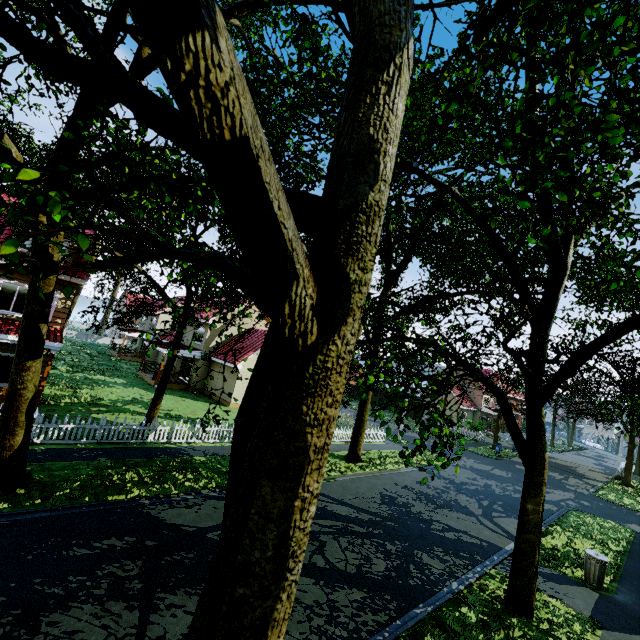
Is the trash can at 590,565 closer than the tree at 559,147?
No

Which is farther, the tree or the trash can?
the trash can

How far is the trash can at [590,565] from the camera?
10.7 meters

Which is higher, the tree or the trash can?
the tree

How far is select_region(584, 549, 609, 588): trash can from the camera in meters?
A: 10.7 m

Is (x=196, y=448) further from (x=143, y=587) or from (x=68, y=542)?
(x=143, y=587)
